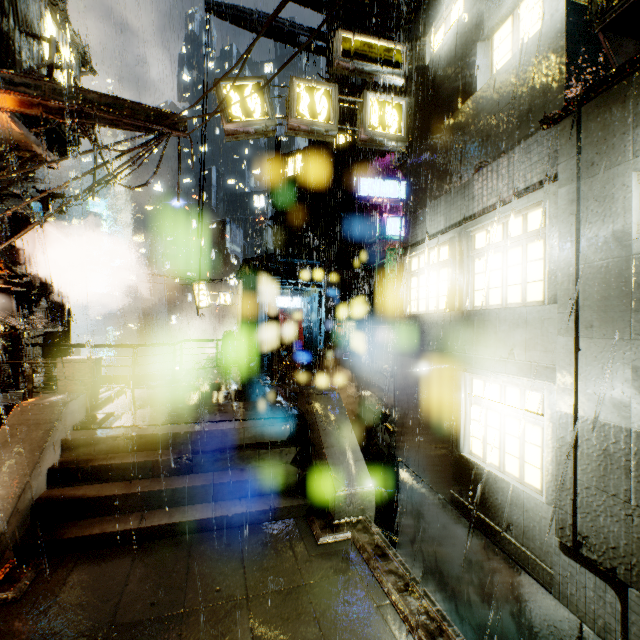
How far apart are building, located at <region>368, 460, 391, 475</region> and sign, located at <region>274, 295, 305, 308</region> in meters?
15.8

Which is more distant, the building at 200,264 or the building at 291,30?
the building at 291,30

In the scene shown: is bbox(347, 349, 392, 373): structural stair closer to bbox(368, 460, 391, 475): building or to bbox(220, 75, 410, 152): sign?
bbox(368, 460, 391, 475): building

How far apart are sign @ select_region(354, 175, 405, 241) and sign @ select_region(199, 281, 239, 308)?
13.03m

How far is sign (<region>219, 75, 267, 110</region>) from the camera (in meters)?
8.45

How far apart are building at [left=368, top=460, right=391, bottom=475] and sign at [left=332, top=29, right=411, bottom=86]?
14.1m

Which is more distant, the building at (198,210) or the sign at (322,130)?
the building at (198,210)

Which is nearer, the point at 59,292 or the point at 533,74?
the point at 533,74
